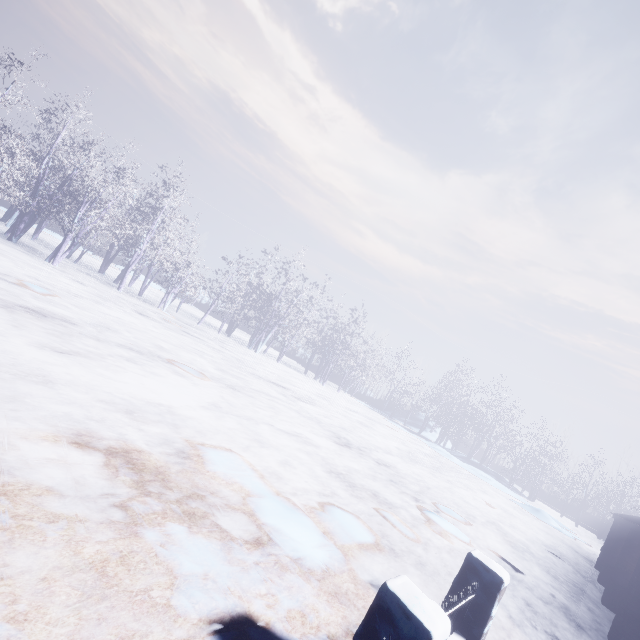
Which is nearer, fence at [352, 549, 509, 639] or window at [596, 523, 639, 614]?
fence at [352, 549, 509, 639]

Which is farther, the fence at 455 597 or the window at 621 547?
the window at 621 547

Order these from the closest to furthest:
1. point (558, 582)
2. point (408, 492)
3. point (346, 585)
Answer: point (346, 585)
point (558, 582)
point (408, 492)
